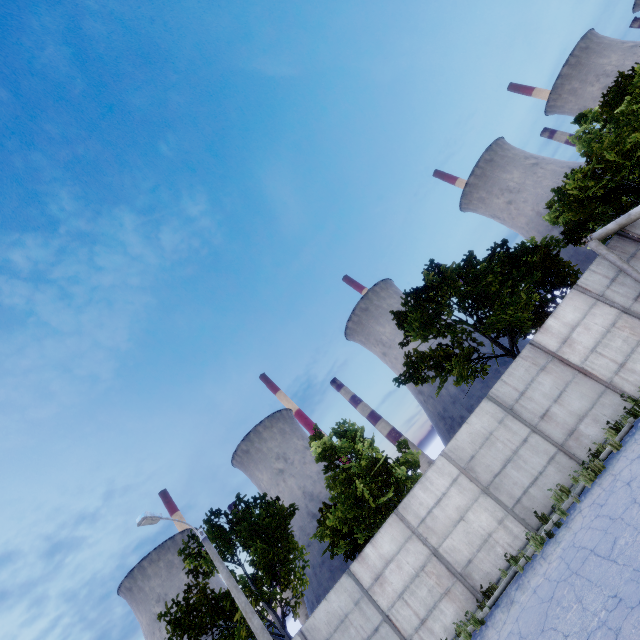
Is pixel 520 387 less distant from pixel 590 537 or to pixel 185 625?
pixel 590 537

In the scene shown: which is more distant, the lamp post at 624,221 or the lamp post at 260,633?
the lamp post at 624,221

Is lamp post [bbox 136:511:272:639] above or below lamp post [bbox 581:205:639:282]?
above

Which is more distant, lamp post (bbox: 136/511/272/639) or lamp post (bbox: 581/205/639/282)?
lamp post (bbox: 581/205/639/282)

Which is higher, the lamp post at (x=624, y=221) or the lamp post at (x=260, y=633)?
the lamp post at (x=260, y=633)
